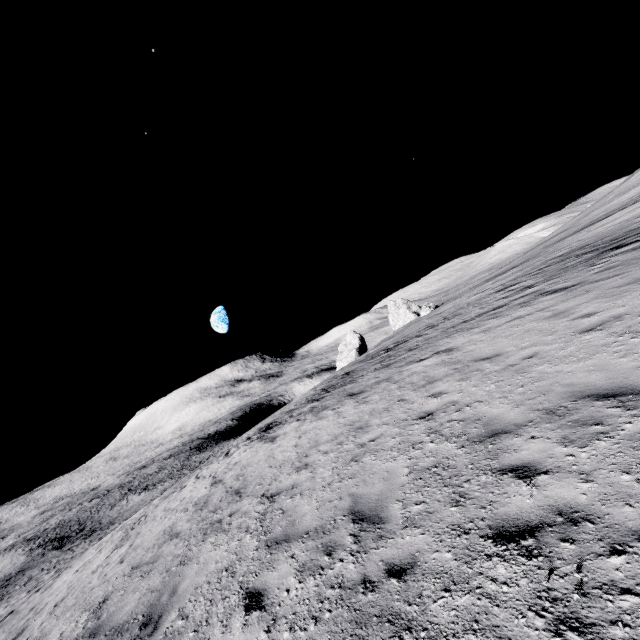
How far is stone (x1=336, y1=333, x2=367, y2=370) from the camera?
55.83m

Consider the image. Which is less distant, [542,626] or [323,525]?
[542,626]

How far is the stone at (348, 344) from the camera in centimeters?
5583cm
